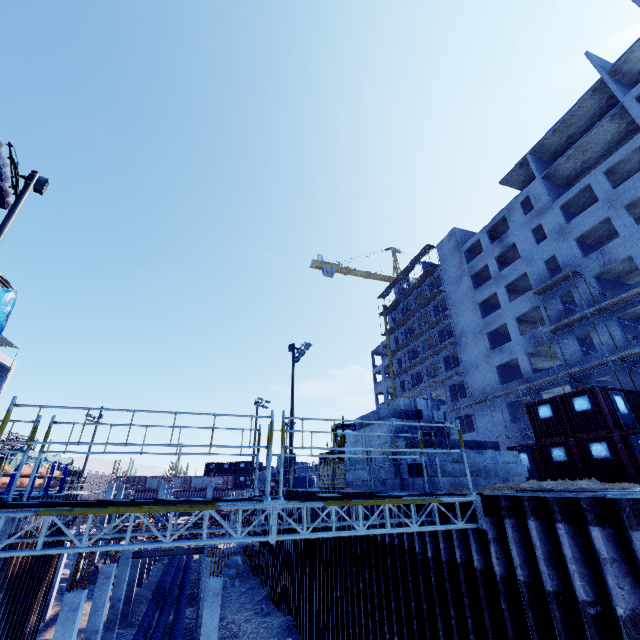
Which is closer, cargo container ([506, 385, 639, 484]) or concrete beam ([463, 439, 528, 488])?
concrete beam ([463, 439, 528, 488])

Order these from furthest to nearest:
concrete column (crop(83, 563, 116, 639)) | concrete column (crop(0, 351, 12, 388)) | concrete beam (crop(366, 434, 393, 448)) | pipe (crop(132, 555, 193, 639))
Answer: concrete column (crop(0, 351, 12, 388)), pipe (crop(132, 555, 193, 639)), concrete column (crop(83, 563, 116, 639)), concrete beam (crop(366, 434, 393, 448))

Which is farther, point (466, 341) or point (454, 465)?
point (466, 341)

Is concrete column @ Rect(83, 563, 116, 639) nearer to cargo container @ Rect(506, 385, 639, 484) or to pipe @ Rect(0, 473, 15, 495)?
pipe @ Rect(0, 473, 15, 495)

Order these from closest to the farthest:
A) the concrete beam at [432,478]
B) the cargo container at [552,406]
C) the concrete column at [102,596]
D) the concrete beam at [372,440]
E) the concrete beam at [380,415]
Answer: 1. the concrete beam at [432,478]
2. the concrete beam at [372,440]
3. the concrete beam at [380,415]
4. the concrete column at [102,596]
5. the cargo container at [552,406]

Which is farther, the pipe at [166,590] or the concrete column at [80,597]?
the pipe at [166,590]

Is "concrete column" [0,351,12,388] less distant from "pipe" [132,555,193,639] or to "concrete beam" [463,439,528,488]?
"pipe" [132,555,193,639]

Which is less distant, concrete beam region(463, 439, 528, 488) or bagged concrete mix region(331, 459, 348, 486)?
Answer: concrete beam region(463, 439, 528, 488)
